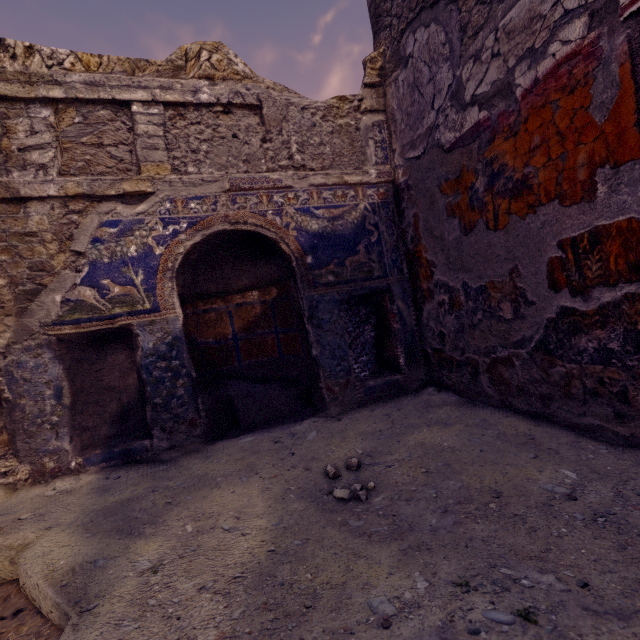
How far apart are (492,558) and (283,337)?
2.1m
